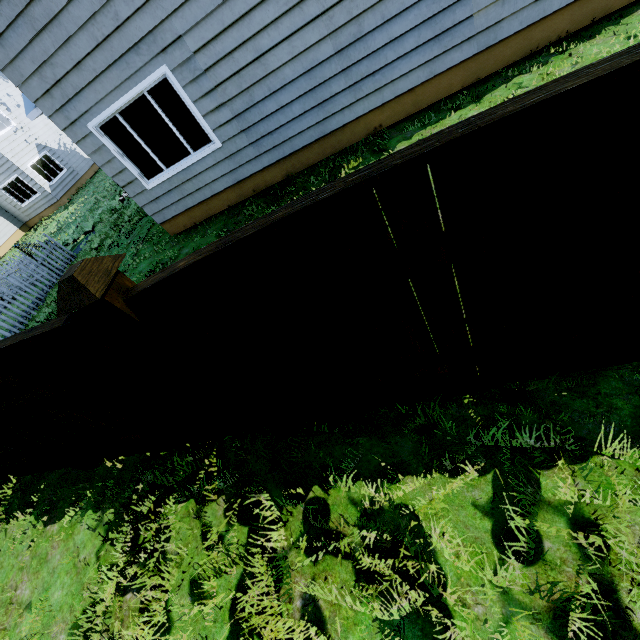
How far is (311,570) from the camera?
2.4 meters

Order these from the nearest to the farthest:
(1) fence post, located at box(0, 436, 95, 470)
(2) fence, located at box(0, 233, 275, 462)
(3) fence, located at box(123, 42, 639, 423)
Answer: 1. (3) fence, located at box(123, 42, 639, 423)
2. (2) fence, located at box(0, 233, 275, 462)
3. (1) fence post, located at box(0, 436, 95, 470)

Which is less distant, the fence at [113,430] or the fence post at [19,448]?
the fence at [113,430]

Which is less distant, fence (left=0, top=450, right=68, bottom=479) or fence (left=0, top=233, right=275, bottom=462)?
fence (left=0, top=233, right=275, bottom=462)

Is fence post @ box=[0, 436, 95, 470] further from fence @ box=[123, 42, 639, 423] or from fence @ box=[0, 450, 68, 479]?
fence @ box=[123, 42, 639, 423]

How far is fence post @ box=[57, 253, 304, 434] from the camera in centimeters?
158cm

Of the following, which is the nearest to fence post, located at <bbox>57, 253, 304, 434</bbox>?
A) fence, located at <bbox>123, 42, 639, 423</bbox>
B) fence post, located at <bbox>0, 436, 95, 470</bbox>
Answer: fence, located at <bbox>123, 42, 639, 423</bbox>

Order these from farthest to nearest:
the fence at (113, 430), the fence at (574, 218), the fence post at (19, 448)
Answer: the fence post at (19, 448) < the fence at (113, 430) < the fence at (574, 218)
